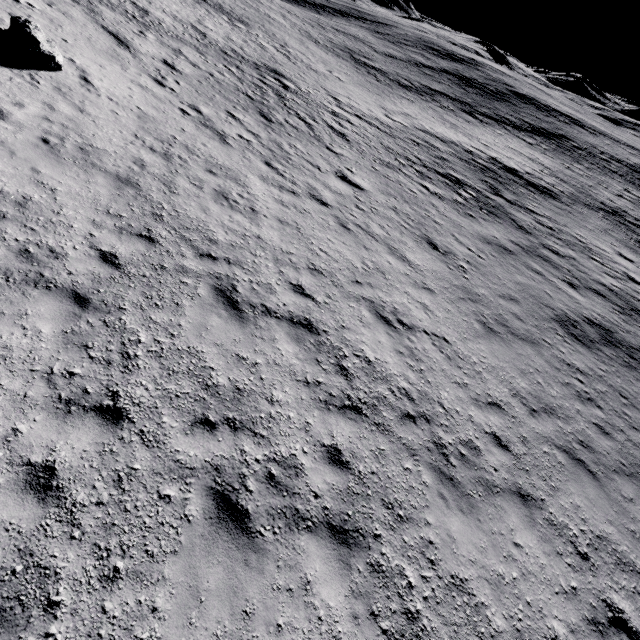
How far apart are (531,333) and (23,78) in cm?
1737
